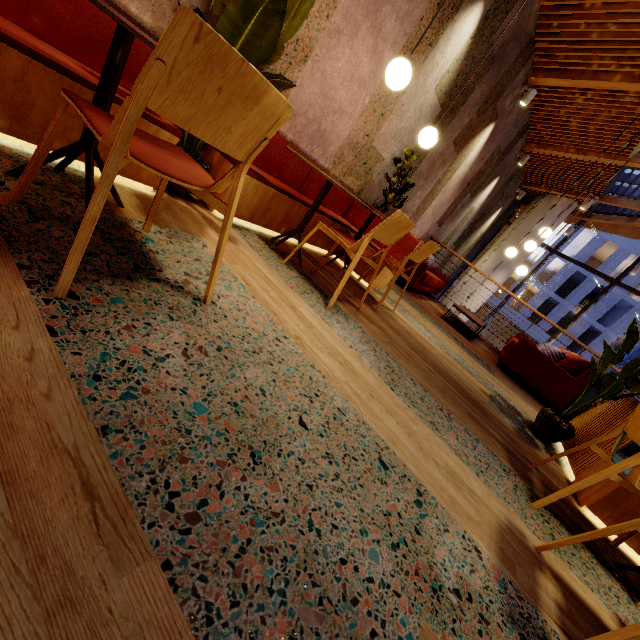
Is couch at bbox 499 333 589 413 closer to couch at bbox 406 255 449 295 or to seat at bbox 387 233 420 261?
couch at bbox 406 255 449 295

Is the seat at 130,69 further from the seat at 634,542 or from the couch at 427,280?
the couch at 427,280

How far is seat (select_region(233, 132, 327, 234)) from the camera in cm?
272

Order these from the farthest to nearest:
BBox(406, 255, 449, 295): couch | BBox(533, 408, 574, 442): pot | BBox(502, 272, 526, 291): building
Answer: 1. BBox(502, 272, 526, 291): building
2. BBox(406, 255, 449, 295): couch
3. BBox(533, 408, 574, 442): pot

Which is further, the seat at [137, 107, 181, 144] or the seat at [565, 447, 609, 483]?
the seat at [565, 447, 609, 483]

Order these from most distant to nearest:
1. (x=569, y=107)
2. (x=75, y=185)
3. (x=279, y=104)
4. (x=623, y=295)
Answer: (x=623, y=295), (x=569, y=107), (x=75, y=185), (x=279, y=104)

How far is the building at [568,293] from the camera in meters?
28.4

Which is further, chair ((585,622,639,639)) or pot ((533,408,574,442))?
pot ((533,408,574,442))
